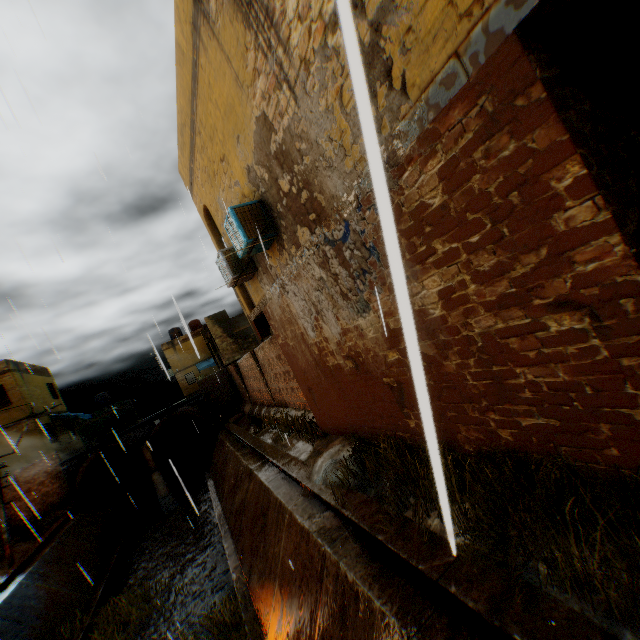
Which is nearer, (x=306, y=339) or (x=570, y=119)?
(x=570, y=119)

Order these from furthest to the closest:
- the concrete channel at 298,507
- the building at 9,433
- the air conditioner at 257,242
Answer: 1. the building at 9,433
2. the air conditioner at 257,242
3. the concrete channel at 298,507

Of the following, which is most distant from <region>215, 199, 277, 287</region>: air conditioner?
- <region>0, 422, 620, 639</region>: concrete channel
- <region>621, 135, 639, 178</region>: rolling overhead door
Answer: <region>621, 135, 639, 178</region>: rolling overhead door

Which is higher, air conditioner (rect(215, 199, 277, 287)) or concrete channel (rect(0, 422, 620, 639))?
air conditioner (rect(215, 199, 277, 287))

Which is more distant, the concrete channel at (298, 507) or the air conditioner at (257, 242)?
the air conditioner at (257, 242)

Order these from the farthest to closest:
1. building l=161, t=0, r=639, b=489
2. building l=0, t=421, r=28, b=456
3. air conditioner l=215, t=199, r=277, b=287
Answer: building l=0, t=421, r=28, b=456 → air conditioner l=215, t=199, r=277, b=287 → building l=161, t=0, r=639, b=489

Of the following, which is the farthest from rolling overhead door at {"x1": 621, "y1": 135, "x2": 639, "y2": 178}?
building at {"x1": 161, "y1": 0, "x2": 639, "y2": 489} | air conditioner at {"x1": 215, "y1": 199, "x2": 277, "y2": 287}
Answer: air conditioner at {"x1": 215, "y1": 199, "x2": 277, "y2": 287}

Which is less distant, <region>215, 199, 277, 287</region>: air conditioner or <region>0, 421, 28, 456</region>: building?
<region>215, 199, 277, 287</region>: air conditioner
